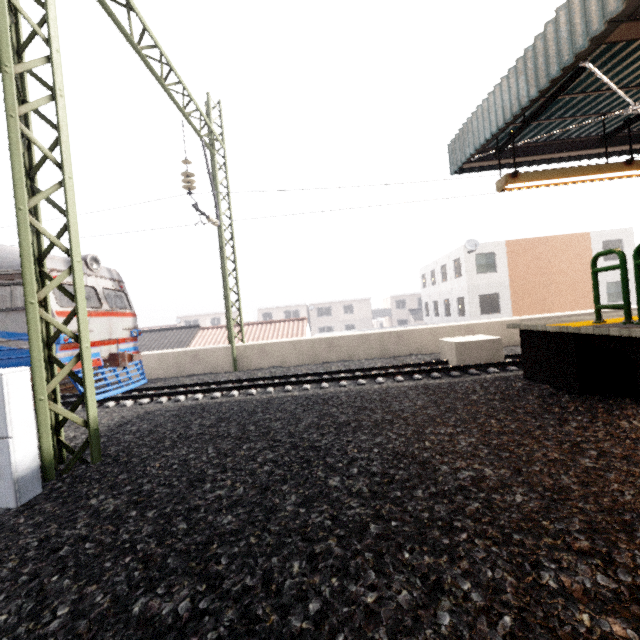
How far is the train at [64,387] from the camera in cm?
822

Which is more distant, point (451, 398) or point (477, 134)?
point (477, 134)

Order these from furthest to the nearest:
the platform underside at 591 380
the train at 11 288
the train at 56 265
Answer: the train at 56 265
the train at 11 288
the platform underside at 591 380

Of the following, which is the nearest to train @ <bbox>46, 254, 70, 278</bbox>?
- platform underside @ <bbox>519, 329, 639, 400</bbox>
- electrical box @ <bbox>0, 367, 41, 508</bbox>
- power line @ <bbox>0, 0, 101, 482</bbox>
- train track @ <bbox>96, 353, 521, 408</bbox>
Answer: train track @ <bbox>96, 353, 521, 408</bbox>

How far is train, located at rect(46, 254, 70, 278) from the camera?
8.23m

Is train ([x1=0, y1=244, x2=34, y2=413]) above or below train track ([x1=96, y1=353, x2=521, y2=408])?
above

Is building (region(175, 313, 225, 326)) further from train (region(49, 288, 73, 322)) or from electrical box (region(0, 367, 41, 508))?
electrical box (region(0, 367, 41, 508))

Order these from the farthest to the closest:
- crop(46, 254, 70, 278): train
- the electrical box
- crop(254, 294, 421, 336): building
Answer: crop(254, 294, 421, 336): building
crop(46, 254, 70, 278): train
the electrical box
